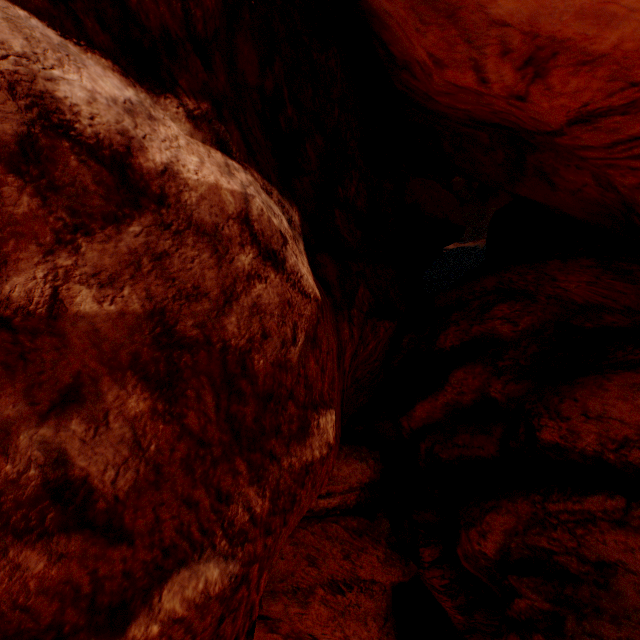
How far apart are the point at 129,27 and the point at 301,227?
2.9m
